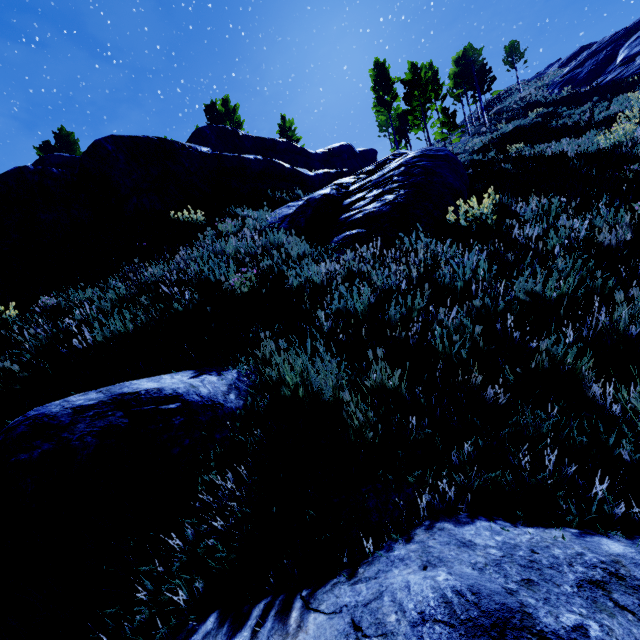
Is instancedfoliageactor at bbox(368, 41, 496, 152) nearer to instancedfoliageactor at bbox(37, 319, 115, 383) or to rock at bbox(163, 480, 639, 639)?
instancedfoliageactor at bbox(37, 319, 115, 383)

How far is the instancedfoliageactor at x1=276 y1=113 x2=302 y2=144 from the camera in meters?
38.1

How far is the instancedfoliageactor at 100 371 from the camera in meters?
3.5 m

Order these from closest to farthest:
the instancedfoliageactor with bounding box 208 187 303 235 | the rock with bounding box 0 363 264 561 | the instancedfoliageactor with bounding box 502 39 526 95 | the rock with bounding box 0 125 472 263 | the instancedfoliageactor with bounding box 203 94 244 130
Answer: the rock with bounding box 0 363 264 561
the rock with bounding box 0 125 472 263
the instancedfoliageactor with bounding box 208 187 303 235
the instancedfoliageactor with bounding box 203 94 244 130
the instancedfoliageactor with bounding box 502 39 526 95

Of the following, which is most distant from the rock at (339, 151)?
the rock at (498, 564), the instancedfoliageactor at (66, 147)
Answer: the instancedfoliageactor at (66, 147)

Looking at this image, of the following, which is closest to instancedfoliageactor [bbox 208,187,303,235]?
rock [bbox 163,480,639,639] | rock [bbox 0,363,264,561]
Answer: rock [bbox 163,480,639,639]

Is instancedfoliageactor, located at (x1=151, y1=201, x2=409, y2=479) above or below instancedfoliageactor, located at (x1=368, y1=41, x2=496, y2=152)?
below

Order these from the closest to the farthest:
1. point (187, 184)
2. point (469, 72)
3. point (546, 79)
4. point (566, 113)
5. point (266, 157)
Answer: point (187, 184), point (566, 113), point (266, 157), point (469, 72), point (546, 79)
